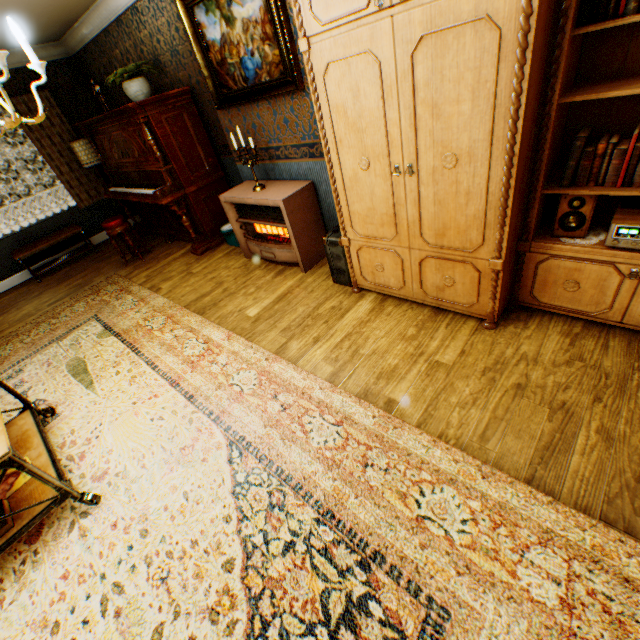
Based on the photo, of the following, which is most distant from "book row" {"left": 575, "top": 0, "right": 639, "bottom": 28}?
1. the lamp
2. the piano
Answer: the lamp

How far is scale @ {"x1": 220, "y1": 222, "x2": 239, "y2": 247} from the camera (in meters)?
4.79

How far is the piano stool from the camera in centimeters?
507cm

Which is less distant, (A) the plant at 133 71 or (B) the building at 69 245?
(A) the plant at 133 71

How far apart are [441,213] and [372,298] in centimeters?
114cm

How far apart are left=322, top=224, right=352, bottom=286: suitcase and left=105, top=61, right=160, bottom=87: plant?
3.4 meters

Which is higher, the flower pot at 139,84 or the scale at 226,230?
the flower pot at 139,84

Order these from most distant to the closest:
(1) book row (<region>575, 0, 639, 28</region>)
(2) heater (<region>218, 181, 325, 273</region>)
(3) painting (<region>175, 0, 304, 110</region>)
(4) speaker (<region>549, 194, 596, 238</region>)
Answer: (2) heater (<region>218, 181, 325, 273</region>), (3) painting (<region>175, 0, 304, 110</region>), (4) speaker (<region>549, 194, 596, 238</region>), (1) book row (<region>575, 0, 639, 28</region>)
